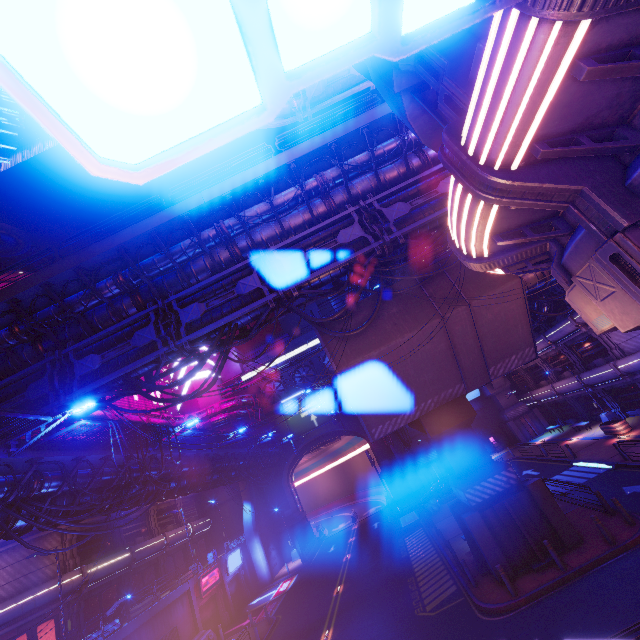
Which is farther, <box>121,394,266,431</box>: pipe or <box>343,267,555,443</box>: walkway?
<box>121,394,266,431</box>: pipe

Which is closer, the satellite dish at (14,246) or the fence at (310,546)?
the satellite dish at (14,246)

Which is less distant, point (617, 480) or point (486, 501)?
point (486, 501)

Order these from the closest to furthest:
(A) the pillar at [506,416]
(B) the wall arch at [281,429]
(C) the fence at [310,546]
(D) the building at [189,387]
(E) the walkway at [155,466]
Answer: (E) the walkway at [155,466] < (C) the fence at [310,546] < (A) the pillar at [506,416] < (B) the wall arch at [281,429] < (D) the building at [189,387]

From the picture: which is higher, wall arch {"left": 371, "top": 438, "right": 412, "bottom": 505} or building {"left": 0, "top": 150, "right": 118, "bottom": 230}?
building {"left": 0, "top": 150, "right": 118, "bottom": 230}

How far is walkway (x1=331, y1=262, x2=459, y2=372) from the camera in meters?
15.4 m

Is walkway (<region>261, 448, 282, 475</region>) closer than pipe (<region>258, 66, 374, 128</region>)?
No

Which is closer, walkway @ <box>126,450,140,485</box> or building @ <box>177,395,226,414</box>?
walkway @ <box>126,450,140,485</box>
